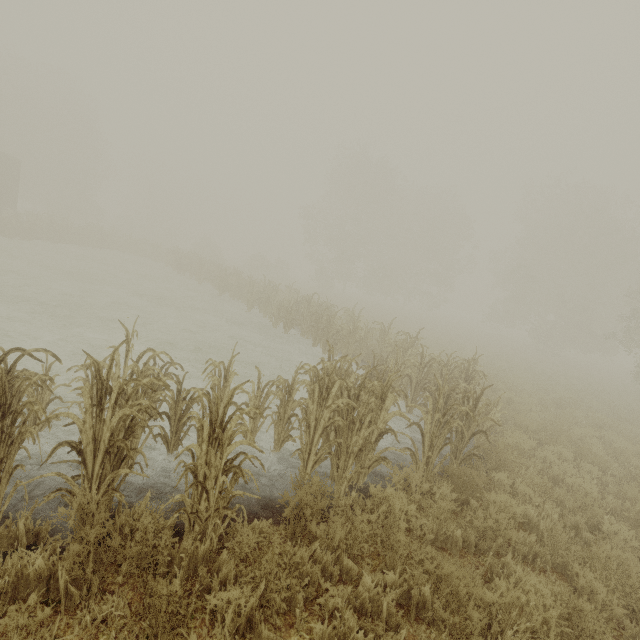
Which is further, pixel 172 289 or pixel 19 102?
pixel 19 102

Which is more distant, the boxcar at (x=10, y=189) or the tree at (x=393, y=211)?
the boxcar at (x=10, y=189)

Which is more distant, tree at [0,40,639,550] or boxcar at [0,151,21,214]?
boxcar at [0,151,21,214]
